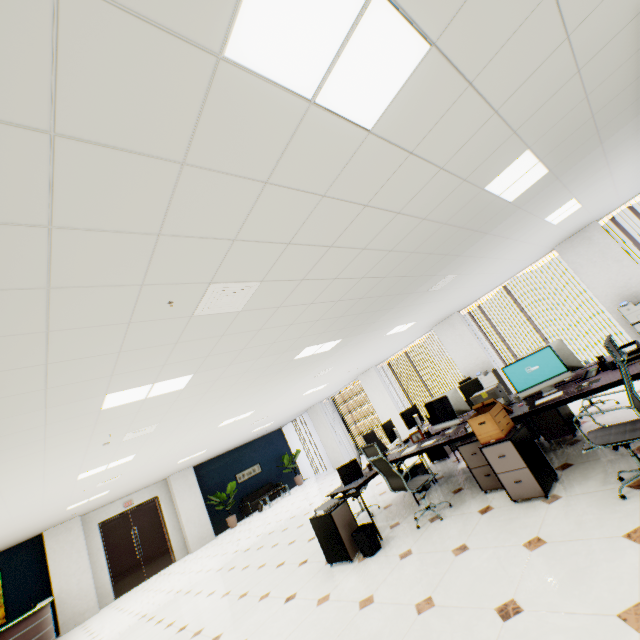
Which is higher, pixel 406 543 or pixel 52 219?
pixel 52 219

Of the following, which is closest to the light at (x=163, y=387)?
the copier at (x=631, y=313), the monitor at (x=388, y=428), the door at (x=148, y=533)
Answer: the monitor at (x=388, y=428)

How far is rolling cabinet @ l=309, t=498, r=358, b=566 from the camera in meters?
4.3 m

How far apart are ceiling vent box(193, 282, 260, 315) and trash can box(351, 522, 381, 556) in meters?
3.3 m

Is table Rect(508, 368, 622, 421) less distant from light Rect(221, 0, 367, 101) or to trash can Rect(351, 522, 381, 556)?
trash can Rect(351, 522, 381, 556)

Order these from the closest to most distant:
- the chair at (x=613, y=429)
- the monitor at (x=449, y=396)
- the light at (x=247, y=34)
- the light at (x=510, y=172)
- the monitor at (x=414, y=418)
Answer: the light at (x=247, y=34), the chair at (x=613, y=429), the light at (x=510, y=172), the monitor at (x=449, y=396), the monitor at (x=414, y=418)

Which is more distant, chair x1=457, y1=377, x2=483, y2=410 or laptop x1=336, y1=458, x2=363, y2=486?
chair x1=457, y1=377, x2=483, y2=410

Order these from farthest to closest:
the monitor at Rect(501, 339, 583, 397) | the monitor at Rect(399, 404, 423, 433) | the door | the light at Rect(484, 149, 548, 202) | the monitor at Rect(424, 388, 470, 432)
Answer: the door, the monitor at Rect(399, 404, 423, 433), the monitor at Rect(424, 388, 470, 432), the monitor at Rect(501, 339, 583, 397), the light at Rect(484, 149, 548, 202)
